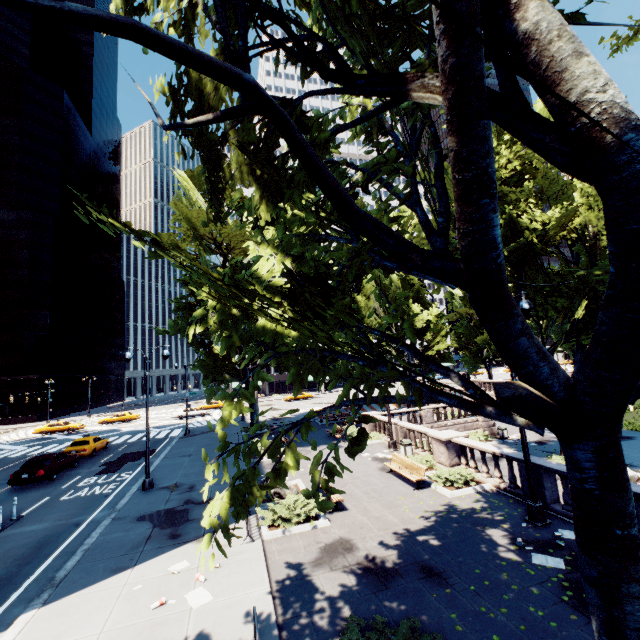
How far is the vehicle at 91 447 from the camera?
18.8m

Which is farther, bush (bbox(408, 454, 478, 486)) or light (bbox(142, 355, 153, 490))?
light (bbox(142, 355, 153, 490))

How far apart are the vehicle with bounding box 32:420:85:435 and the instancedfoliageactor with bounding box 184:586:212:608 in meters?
44.4 m

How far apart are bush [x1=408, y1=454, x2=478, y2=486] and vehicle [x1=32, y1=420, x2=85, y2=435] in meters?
46.0 m

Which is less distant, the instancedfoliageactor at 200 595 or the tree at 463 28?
the tree at 463 28

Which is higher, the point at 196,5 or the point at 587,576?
the point at 196,5

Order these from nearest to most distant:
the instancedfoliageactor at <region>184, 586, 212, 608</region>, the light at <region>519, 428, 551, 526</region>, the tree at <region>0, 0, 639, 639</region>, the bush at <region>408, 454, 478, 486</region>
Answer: the tree at <region>0, 0, 639, 639</region>
the instancedfoliageactor at <region>184, 586, 212, 608</region>
the light at <region>519, 428, 551, 526</region>
the bush at <region>408, 454, 478, 486</region>

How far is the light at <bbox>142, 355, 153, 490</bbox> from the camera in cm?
1647
